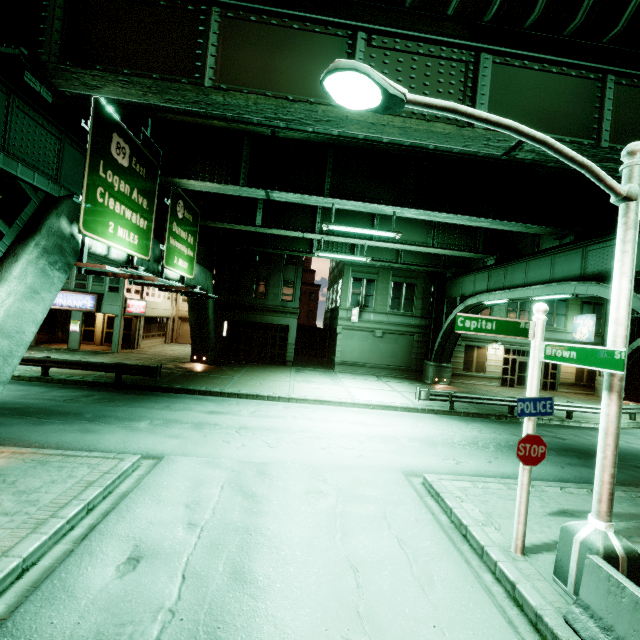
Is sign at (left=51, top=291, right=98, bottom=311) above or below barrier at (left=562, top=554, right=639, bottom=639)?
above

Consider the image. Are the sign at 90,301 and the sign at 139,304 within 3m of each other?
yes

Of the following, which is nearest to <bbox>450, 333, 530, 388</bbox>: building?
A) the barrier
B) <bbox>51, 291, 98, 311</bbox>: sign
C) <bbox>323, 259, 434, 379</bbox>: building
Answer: <bbox>323, 259, 434, 379</bbox>: building

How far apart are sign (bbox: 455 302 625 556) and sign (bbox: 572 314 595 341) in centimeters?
2743cm

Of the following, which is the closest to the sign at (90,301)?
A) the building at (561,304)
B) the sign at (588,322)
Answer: the building at (561,304)

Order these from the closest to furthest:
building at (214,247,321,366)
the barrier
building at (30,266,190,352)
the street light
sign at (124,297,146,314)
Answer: the barrier
the street light
building at (30,266,190,352)
sign at (124,297,146,314)
building at (214,247,321,366)

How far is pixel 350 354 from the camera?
27.30m

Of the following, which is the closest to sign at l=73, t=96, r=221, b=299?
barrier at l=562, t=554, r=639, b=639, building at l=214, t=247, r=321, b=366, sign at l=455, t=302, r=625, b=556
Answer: sign at l=455, t=302, r=625, b=556
